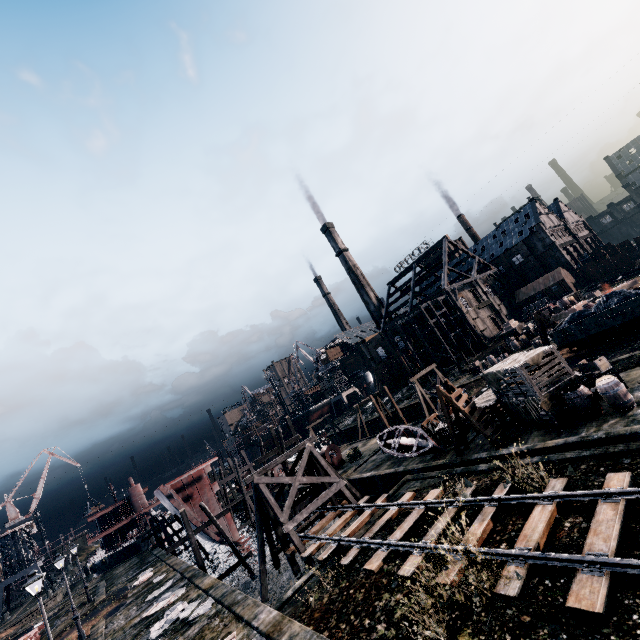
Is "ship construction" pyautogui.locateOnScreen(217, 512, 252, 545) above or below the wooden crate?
below

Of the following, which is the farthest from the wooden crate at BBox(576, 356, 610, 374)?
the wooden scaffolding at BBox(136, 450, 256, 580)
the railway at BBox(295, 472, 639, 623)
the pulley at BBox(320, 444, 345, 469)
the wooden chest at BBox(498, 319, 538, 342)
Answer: the wooden scaffolding at BBox(136, 450, 256, 580)

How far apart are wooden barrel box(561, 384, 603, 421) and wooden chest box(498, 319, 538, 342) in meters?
32.7 m

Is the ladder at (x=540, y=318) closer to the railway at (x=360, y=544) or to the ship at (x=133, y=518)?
the railway at (x=360, y=544)

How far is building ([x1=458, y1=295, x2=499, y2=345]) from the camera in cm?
5716

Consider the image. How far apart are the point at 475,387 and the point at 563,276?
39.7 meters

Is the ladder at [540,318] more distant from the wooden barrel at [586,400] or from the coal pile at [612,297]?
the wooden barrel at [586,400]

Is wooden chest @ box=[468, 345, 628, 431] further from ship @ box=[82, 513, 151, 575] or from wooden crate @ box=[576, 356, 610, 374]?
ship @ box=[82, 513, 151, 575]
